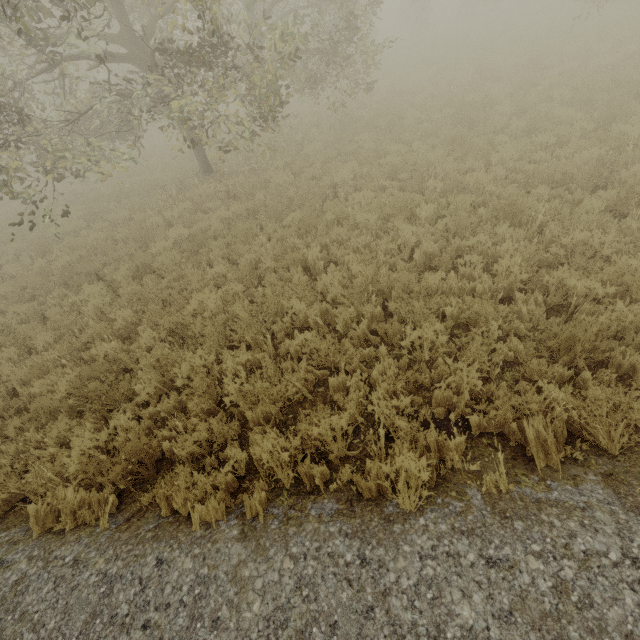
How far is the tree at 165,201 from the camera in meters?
10.0

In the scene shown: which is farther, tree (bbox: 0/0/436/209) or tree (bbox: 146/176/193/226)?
tree (bbox: 146/176/193/226)

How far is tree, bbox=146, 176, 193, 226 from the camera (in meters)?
10.03

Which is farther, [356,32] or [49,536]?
[356,32]

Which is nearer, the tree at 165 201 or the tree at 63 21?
the tree at 63 21

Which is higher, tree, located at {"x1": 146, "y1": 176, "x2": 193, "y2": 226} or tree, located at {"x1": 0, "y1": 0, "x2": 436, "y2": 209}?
tree, located at {"x1": 0, "y1": 0, "x2": 436, "y2": 209}
